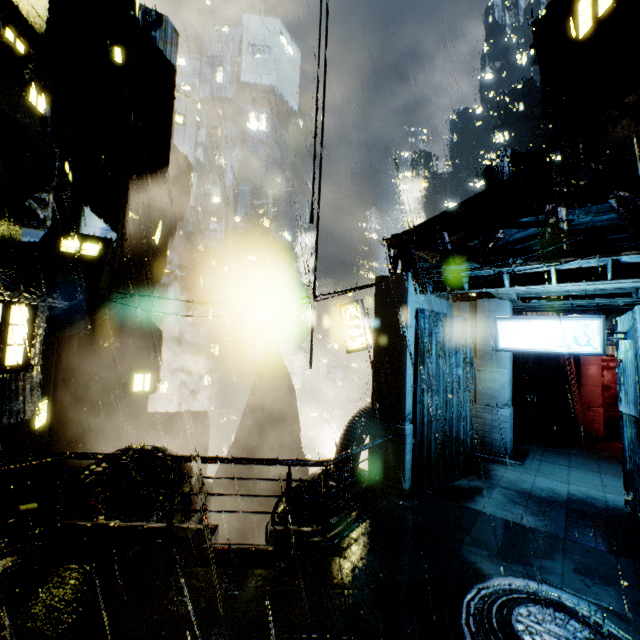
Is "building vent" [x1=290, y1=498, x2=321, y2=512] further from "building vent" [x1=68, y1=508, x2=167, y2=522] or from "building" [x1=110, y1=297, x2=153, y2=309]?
"building vent" [x1=68, y1=508, x2=167, y2=522]

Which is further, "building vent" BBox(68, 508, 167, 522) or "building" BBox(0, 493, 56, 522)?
"building vent" BBox(68, 508, 167, 522)

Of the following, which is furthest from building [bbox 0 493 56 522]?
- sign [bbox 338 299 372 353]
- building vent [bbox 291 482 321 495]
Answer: sign [bbox 338 299 372 353]

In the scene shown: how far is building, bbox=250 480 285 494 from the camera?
17.2m

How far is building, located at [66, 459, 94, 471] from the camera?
16.06m

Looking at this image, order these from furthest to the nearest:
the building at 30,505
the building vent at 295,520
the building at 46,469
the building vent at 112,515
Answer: the building vent at 112,515 → the building at 46,469 → the building vent at 295,520 → the building at 30,505

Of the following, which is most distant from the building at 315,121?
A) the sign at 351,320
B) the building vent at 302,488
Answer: the sign at 351,320

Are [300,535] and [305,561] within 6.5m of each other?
yes
